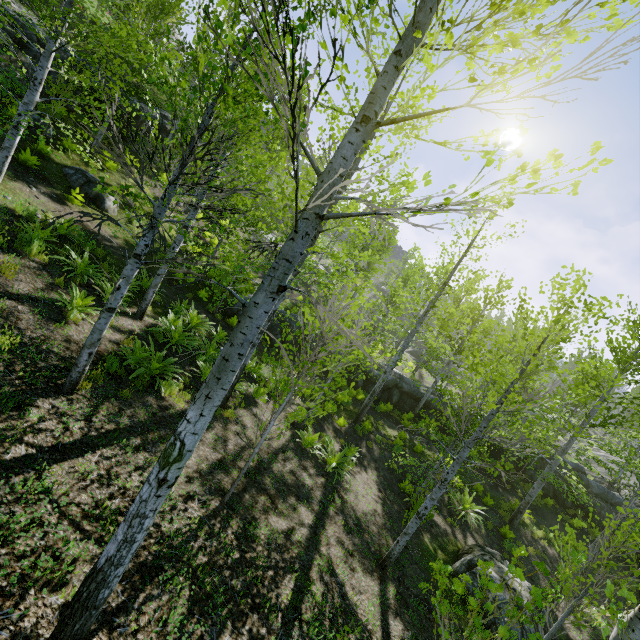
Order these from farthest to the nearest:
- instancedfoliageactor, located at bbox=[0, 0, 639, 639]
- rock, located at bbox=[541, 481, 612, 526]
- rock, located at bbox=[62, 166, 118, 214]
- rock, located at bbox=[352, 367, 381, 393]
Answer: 1. rock, located at bbox=[352, 367, 381, 393]
2. rock, located at bbox=[541, 481, 612, 526]
3. rock, located at bbox=[62, 166, 118, 214]
4. instancedfoliageactor, located at bbox=[0, 0, 639, 639]

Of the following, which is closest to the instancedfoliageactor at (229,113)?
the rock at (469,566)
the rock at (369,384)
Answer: the rock at (369,384)

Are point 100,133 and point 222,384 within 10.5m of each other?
no

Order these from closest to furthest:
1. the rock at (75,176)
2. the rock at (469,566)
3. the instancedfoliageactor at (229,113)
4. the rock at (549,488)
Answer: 1. the instancedfoliageactor at (229,113)
2. the rock at (469,566)
3. the rock at (75,176)
4. the rock at (549,488)

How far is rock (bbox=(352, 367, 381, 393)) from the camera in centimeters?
2041cm

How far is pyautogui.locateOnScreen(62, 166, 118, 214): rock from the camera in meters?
11.3

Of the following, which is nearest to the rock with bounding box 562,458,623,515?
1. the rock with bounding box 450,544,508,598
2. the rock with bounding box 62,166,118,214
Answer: the rock with bounding box 62,166,118,214

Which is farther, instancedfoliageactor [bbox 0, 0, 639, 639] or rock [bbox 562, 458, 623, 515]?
rock [bbox 562, 458, 623, 515]
